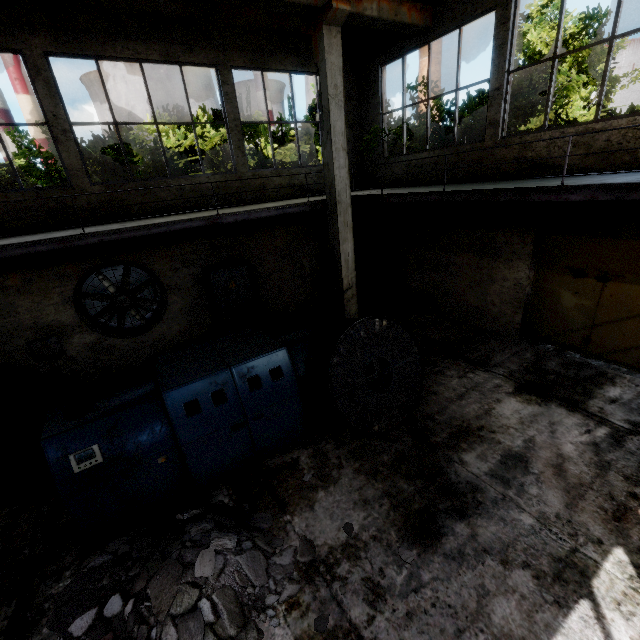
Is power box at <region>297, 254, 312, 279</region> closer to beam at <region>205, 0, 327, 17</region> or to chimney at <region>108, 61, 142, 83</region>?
beam at <region>205, 0, 327, 17</region>

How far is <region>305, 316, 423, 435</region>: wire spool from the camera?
5.31m

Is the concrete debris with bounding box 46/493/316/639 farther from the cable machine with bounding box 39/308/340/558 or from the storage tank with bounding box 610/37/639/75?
the storage tank with bounding box 610/37/639/75

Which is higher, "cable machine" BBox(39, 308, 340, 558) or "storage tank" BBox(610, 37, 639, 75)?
"storage tank" BBox(610, 37, 639, 75)

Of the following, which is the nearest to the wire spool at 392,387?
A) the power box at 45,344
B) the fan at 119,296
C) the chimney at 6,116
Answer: the fan at 119,296

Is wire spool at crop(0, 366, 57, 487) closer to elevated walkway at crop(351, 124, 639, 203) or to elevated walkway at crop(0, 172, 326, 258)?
elevated walkway at crop(0, 172, 326, 258)

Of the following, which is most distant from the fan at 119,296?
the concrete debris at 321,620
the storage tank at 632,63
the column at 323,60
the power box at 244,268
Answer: the storage tank at 632,63

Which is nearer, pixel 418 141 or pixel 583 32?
pixel 583 32
